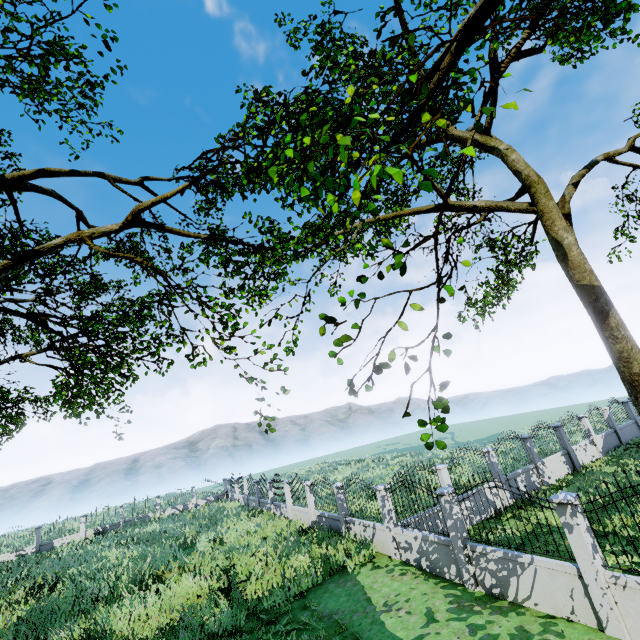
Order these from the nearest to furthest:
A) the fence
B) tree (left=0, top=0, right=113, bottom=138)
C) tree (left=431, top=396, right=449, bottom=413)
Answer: tree (left=431, top=396, right=449, bottom=413) < the fence < tree (left=0, top=0, right=113, bottom=138)

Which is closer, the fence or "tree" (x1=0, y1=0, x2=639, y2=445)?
"tree" (x1=0, y1=0, x2=639, y2=445)

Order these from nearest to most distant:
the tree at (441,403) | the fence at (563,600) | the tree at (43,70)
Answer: the tree at (441,403) → the fence at (563,600) → the tree at (43,70)

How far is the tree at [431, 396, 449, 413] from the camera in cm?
407

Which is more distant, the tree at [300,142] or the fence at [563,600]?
the fence at [563,600]

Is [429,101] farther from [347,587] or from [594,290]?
[347,587]

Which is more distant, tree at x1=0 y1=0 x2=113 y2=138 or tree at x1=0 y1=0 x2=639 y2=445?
tree at x1=0 y1=0 x2=113 y2=138

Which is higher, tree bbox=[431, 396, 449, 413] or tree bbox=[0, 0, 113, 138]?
tree bbox=[0, 0, 113, 138]
